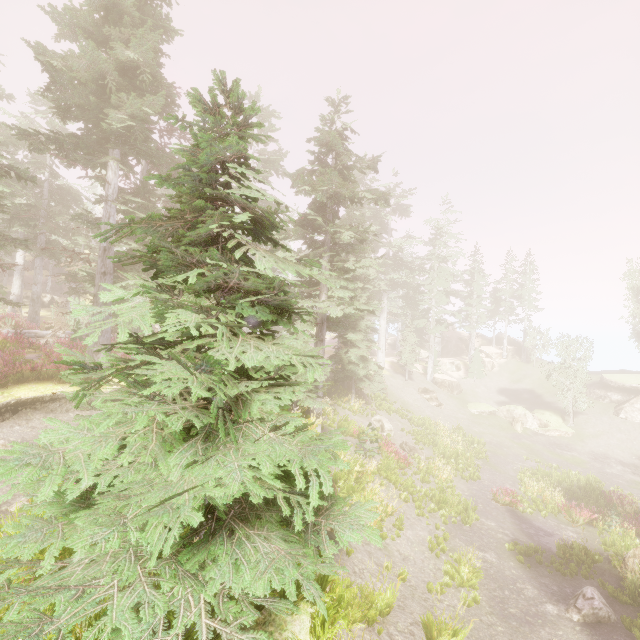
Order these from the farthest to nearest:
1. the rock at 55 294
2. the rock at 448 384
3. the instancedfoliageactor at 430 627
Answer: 1. the rock at 448 384
2. the rock at 55 294
3. the instancedfoliageactor at 430 627

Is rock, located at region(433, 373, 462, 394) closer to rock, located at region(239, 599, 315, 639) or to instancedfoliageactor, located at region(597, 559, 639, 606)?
instancedfoliageactor, located at region(597, 559, 639, 606)

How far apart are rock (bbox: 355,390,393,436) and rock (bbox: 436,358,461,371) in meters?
24.3

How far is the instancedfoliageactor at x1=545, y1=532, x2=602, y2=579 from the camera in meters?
12.9 m

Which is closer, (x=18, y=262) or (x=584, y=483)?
(x=584, y=483)

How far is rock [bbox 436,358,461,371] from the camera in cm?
4703

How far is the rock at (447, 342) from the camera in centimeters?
5464cm

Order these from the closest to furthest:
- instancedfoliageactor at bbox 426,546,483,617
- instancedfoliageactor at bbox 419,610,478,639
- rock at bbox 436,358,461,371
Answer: instancedfoliageactor at bbox 419,610,478,639, instancedfoliageactor at bbox 426,546,483,617, rock at bbox 436,358,461,371
